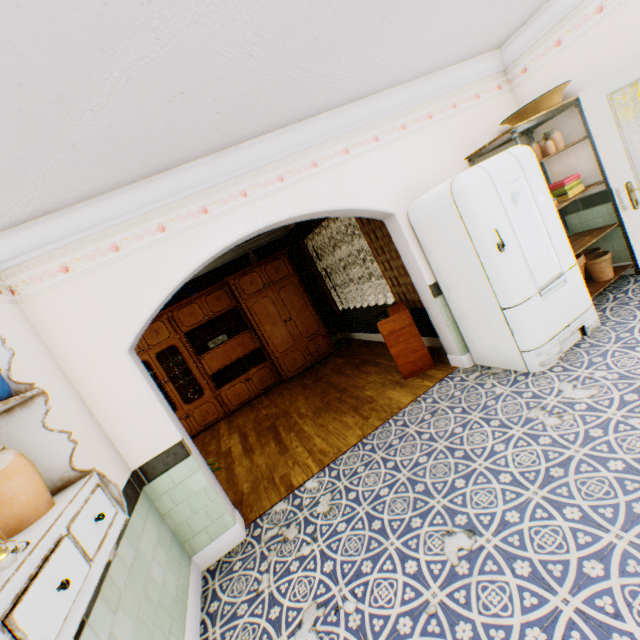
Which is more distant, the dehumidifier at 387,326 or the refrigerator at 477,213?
the dehumidifier at 387,326

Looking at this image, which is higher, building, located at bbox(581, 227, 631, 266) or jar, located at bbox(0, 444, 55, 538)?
jar, located at bbox(0, 444, 55, 538)

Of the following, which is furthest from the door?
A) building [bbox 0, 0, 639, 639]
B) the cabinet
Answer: the cabinet

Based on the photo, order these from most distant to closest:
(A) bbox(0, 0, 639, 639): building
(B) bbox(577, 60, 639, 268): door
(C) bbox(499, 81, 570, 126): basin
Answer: (C) bbox(499, 81, 570, 126): basin, (B) bbox(577, 60, 639, 268): door, (A) bbox(0, 0, 639, 639): building

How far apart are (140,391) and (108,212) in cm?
151

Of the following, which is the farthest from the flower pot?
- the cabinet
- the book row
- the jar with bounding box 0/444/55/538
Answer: the book row

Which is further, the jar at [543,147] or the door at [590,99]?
the jar at [543,147]

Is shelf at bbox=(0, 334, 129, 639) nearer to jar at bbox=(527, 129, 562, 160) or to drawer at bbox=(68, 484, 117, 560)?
drawer at bbox=(68, 484, 117, 560)
